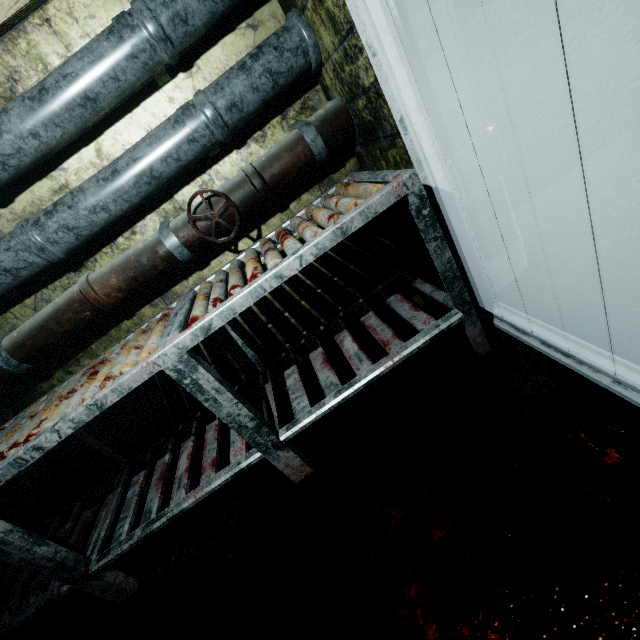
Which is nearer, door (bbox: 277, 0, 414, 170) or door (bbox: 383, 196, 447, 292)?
door (bbox: 277, 0, 414, 170)

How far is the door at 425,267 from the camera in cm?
163

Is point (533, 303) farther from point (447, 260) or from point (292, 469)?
point (292, 469)

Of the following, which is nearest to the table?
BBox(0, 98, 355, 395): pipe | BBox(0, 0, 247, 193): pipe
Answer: BBox(0, 98, 355, 395): pipe

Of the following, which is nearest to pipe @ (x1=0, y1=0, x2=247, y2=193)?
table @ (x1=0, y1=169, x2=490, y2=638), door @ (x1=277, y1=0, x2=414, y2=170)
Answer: door @ (x1=277, y1=0, x2=414, y2=170)

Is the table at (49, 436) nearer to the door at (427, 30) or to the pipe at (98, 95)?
the door at (427, 30)

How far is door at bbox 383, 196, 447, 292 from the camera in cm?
163

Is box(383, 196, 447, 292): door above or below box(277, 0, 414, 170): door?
below
